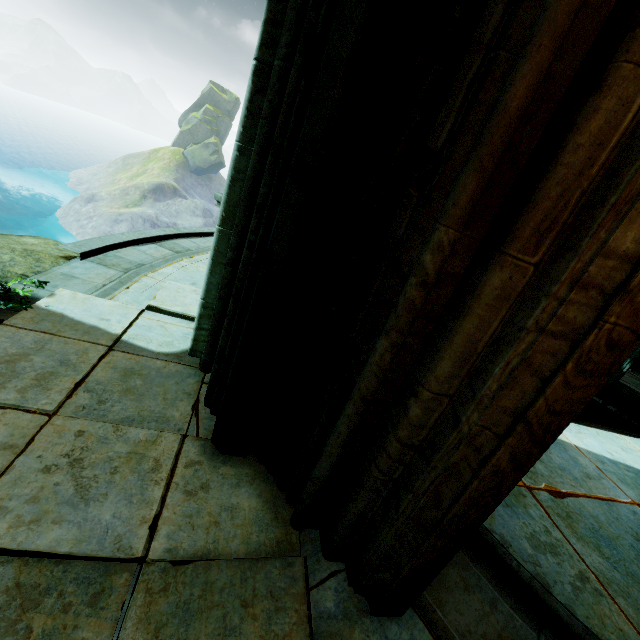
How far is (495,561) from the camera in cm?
221

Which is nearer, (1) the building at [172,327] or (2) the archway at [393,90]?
(2) the archway at [393,90]

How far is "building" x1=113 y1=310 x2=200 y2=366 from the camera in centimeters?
288cm

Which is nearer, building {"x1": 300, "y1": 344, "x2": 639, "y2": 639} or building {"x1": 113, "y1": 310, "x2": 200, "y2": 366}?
building {"x1": 300, "y1": 344, "x2": 639, "y2": 639}

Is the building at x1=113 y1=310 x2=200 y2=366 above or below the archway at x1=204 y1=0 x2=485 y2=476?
below

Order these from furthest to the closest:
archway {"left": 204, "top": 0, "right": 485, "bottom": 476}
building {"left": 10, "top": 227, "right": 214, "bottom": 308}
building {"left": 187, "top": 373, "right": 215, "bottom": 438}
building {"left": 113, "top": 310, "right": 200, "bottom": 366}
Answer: building {"left": 10, "top": 227, "right": 214, "bottom": 308}
building {"left": 113, "top": 310, "right": 200, "bottom": 366}
building {"left": 187, "top": 373, "right": 215, "bottom": 438}
archway {"left": 204, "top": 0, "right": 485, "bottom": 476}

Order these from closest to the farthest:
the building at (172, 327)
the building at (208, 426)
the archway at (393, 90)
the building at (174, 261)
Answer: the archway at (393, 90)
the building at (208, 426)
the building at (172, 327)
the building at (174, 261)
